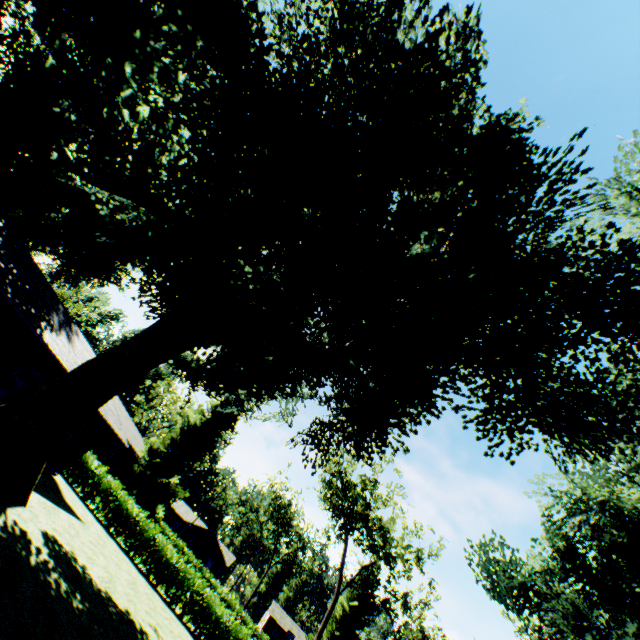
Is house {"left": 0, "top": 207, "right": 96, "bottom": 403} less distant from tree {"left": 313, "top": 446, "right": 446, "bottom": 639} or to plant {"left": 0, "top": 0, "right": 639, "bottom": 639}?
plant {"left": 0, "top": 0, "right": 639, "bottom": 639}

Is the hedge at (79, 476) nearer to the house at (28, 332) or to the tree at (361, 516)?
the house at (28, 332)

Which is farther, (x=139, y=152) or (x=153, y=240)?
(x=153, y=240)

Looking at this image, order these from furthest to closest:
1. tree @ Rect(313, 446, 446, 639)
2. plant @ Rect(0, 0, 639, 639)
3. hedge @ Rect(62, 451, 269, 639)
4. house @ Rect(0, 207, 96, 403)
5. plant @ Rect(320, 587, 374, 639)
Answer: plant @ Rect(320, 587, 374, 639) → tree @ Rect(313, 446, 446, 639) → hedge @ Rect(62, 451, 269, 639) → house @ Rect(0, 207, 96, 403) → plant @ Rect(0, 0, 639, 639)

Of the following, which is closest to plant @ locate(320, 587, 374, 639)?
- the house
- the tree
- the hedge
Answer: the hedge

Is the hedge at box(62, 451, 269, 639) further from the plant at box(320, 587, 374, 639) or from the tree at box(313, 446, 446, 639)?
the tree at box(313, 446, 446, 639)

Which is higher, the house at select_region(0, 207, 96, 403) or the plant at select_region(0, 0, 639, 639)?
the plant at select_region(0, 0, 639, 639)

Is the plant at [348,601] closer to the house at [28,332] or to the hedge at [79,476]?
the hedge at [79,476]
